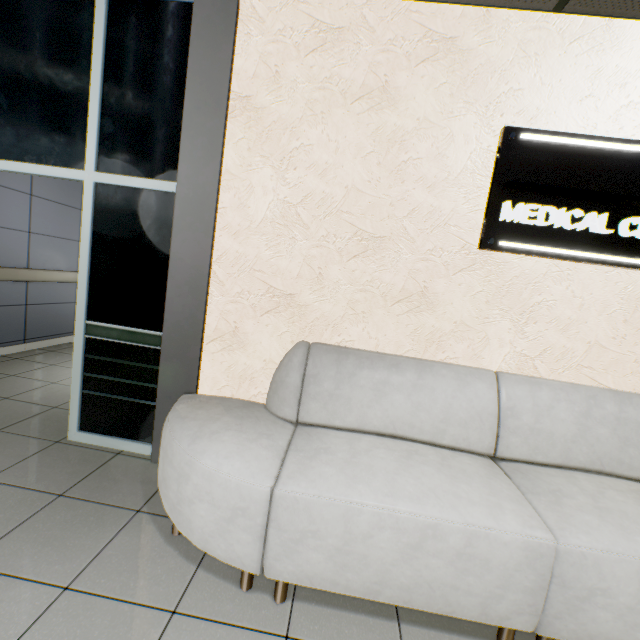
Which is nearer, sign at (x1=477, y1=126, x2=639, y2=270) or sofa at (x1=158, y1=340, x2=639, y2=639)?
sofa at (x1=158, y1=340, x2=639, y2=639)

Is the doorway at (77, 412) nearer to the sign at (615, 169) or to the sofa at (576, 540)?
the sofa at (576, 540)

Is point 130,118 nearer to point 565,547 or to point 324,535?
point 324,535

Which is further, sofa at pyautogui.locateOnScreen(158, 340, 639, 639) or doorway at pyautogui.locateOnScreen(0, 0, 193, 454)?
doorway at pyautogui.locateOnScreen(0, 0, 193, 454)

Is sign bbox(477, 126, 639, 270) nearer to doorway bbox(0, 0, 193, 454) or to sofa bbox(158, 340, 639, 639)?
sofa bbox(158, 340, 639, 639)

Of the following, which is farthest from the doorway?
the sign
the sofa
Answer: the sign
